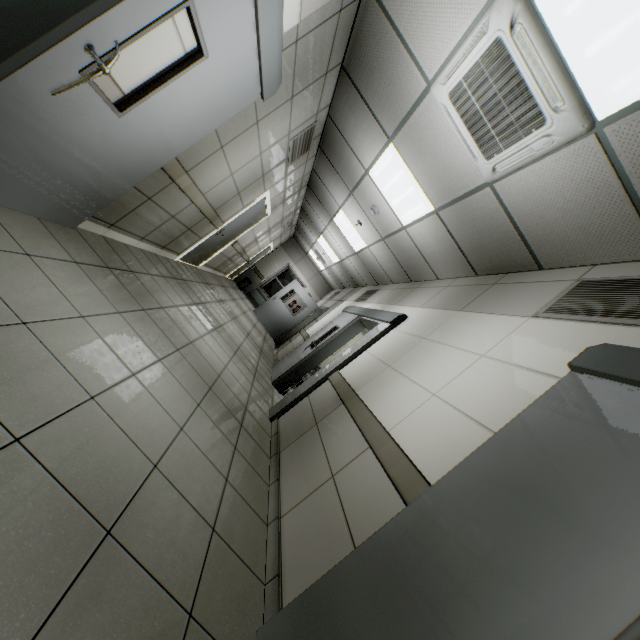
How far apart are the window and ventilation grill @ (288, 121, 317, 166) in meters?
9.2 m

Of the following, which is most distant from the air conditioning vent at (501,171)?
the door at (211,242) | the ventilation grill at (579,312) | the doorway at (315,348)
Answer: the door at (211,242)

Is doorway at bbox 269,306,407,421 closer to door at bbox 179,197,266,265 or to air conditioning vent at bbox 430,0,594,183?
air conditioning vent at bbox 430,0,594,183

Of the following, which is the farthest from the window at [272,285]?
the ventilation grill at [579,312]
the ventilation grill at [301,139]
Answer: the ventilation grill at [579,312]

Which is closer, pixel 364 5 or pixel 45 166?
pixel 45 166

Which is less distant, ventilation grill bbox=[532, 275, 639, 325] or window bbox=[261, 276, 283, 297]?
ventilation grill bbox=[532, 275, 639, 325]

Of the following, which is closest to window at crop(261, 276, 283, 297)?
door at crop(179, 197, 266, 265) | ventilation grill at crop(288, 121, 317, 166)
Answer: door at crop(179, 197, 266, 265)

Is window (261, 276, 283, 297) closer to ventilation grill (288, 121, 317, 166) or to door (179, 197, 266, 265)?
door (179, 197, 266, 265)
